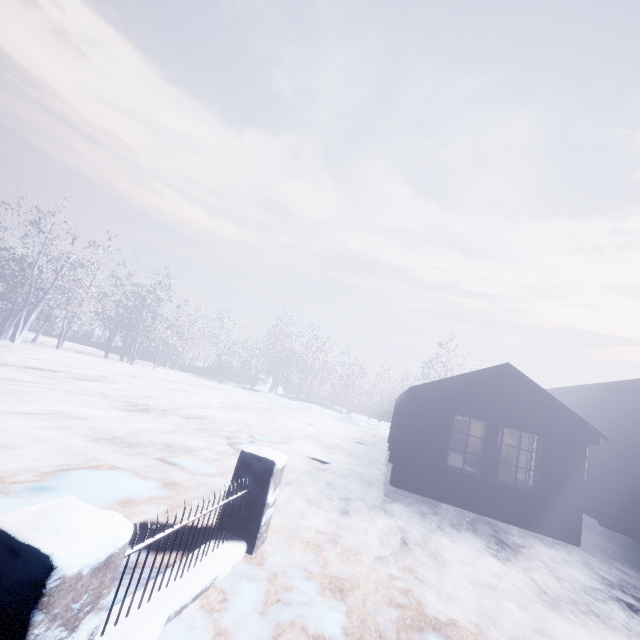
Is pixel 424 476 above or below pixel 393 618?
above
